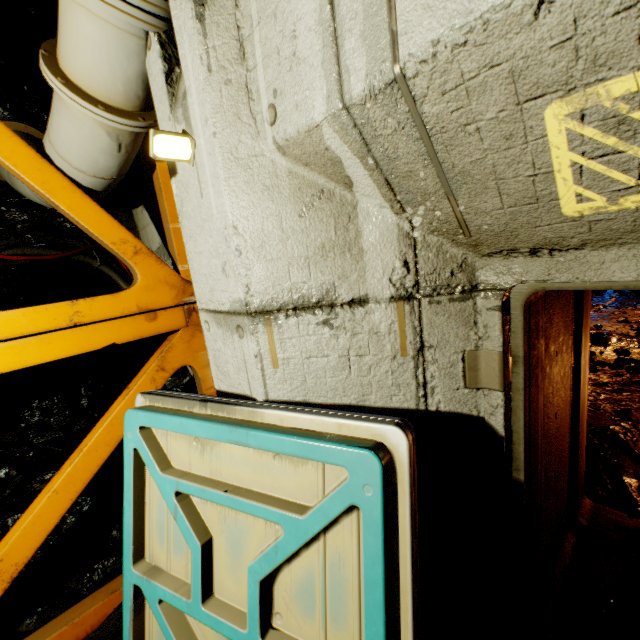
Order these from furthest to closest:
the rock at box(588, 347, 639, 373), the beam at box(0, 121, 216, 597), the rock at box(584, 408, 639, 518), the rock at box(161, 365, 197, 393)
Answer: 1. the rock at box(588, 347, 639, 373)
2. the rock at box(161, 365, 197, 393)
3. the rock at box(584, 408, 639, 518)
4. the beam at box(0, 121, 216, 597)

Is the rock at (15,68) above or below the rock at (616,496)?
above

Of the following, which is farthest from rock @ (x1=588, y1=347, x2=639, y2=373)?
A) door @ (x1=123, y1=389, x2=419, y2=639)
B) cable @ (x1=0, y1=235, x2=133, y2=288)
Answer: cable @ (x1=0, y1=235, x2=133, y2=288)

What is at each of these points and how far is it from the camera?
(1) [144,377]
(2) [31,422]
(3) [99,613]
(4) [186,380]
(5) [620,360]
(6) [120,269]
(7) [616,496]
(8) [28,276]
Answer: (1) beam, 2.66m
(2) rock, 3.32m
(3) beam, 2.54m
(4) rock, 3.77m
(5) rock, 5.43m
(6) cable, 3.41m
(7) rock, 2.98m
(8) rock, 3.39m

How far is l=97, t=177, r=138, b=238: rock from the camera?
3.8m

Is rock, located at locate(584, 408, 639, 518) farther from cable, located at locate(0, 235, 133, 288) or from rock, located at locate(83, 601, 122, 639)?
cable, located at locate(0, 235, 133, 288)

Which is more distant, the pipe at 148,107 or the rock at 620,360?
the rock at 620,360
